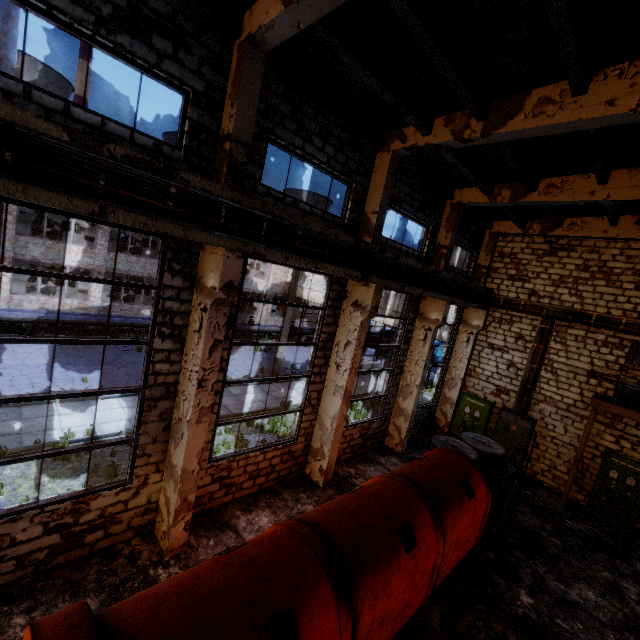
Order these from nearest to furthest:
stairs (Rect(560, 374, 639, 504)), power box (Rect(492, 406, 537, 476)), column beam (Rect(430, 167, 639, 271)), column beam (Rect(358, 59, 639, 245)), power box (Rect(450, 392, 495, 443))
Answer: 1. column beam (Rect(358, 59, 639, 245))
2. column beam (Rect(430, 167, 639, 271))
3. stairs (Rect(560, 374, 639, 504))
4. power box (Rect(492, 406, 537, 476))
5. power box (Rect(450, 392, 495, 443))

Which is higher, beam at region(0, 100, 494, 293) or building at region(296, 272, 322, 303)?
beam at region(0, 100, 494, 293)

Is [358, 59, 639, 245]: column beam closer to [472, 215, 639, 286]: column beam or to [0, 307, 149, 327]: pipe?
[472, 215, 639, 286]: column beam

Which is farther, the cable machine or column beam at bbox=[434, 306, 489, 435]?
column beam at bbox=[434, 306, 489, 435]

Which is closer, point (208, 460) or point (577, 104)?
point (577, 104)

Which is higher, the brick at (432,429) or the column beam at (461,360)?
the column beam at (461,360)

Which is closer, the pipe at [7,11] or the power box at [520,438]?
the pipe at [7,11]

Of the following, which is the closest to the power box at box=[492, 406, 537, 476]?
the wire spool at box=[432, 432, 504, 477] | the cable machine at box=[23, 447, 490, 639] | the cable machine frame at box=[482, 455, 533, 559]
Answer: the wire spool at box=[432, 432, 504, 477]
